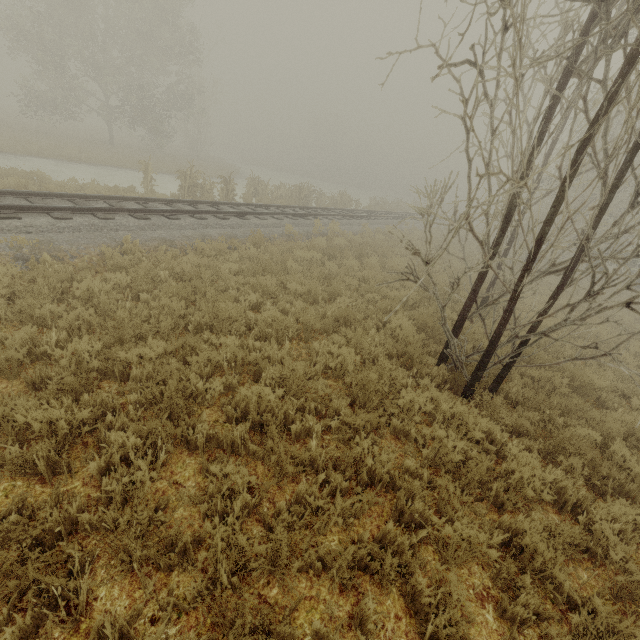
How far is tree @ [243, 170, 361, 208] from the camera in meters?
20.0 m

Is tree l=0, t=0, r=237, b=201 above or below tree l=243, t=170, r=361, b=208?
above

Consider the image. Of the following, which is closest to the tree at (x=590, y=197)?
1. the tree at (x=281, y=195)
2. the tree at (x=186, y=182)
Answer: the tree at (x=281, y=195)

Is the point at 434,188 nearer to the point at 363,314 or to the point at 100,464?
the point at 363,314

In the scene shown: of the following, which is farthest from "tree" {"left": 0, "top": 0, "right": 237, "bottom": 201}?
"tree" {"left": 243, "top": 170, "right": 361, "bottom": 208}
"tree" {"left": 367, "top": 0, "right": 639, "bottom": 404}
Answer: "tree" {"left": 367, "top": 0, "right": 639, "bottom": 404}

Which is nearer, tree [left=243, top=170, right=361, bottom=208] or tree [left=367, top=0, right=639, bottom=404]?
tree [left=367, top=0, right=639, bottom=404]

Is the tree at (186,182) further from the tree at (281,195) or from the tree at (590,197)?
the tree at (590,197)
